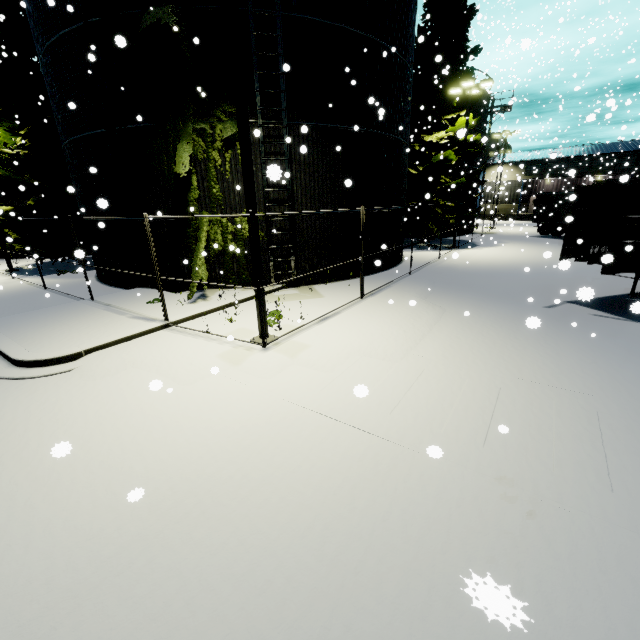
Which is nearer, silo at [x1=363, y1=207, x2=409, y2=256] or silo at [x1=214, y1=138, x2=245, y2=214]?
silo at [x1=214, y1=138, x2=245, y2=214]

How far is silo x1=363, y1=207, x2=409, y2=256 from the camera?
14.5m

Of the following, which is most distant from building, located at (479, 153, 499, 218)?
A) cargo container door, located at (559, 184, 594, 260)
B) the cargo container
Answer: cargo container door, located at (559, 184, 594, 260)

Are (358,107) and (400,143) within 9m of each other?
yes

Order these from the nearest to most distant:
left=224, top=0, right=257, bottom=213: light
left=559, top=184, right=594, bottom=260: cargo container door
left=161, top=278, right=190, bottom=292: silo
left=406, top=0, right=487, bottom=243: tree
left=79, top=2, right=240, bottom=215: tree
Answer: left=224, top=0, right=257, bottom=213: light → left=559, top=184, right=594, bottom=260: cargo container door → left=79, top=2, right=240, bottom=215: tree → left=161, top=278, right=190, bottom=292: silo → left=406, top=0, right=487, bottom=243: tree

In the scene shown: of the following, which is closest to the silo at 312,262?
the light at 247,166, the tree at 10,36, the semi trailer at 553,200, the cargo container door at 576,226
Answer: the tree at 10,36

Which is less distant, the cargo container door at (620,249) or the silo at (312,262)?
the cargo container door at (620,249)
